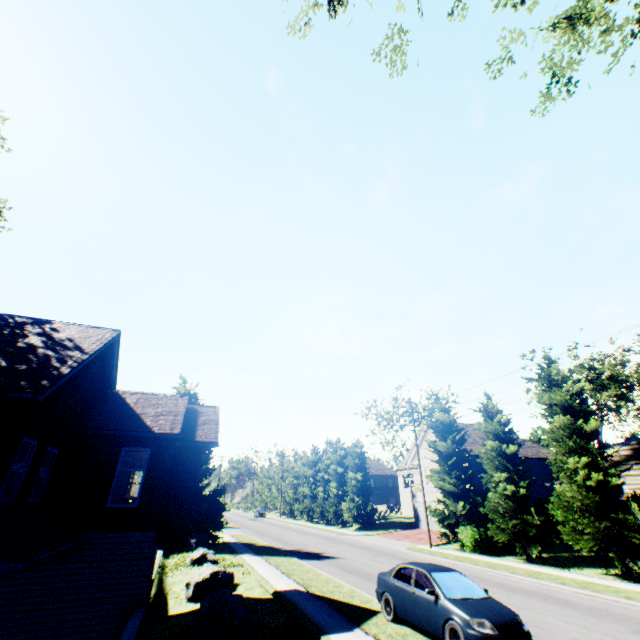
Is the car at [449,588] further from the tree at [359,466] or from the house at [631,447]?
the house at [631,447]

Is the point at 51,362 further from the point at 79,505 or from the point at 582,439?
the point at 582,439

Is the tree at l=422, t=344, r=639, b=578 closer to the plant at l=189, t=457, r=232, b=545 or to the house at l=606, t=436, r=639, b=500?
the house at l=606, t=436, r=639, b=500

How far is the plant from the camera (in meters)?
27.55

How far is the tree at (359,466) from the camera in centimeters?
4016cm

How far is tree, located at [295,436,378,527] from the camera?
40.16m

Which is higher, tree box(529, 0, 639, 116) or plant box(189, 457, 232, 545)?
tree box(529, 0, 639, 116)

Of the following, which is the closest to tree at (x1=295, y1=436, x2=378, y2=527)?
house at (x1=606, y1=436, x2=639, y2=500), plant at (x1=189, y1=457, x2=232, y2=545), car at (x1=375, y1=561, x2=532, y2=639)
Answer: house at (x1=606, y1=436, x2=639, y2=500)
